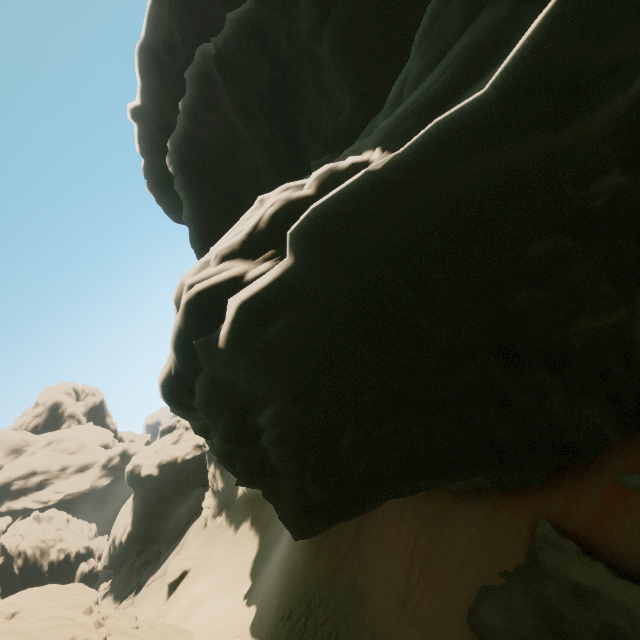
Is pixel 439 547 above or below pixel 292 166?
below

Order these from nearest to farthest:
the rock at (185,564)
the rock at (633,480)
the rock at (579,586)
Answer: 1. the rock at (579,586)
2. the rock at (633,480)
3. the rock at (185,564)

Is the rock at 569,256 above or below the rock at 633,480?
above

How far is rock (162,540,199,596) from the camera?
29.5 meters

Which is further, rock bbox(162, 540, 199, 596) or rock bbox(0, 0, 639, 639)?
rock bbox(162, 540, 199, 596)

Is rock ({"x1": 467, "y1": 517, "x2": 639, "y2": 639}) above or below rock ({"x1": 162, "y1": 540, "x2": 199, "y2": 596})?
above

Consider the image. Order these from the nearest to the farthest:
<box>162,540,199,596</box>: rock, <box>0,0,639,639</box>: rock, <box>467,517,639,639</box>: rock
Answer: <box>0,0,639,639</box>: rock < <box>467,517,639,639</box>: rock < <box>162,540,199,596</box>: rock
